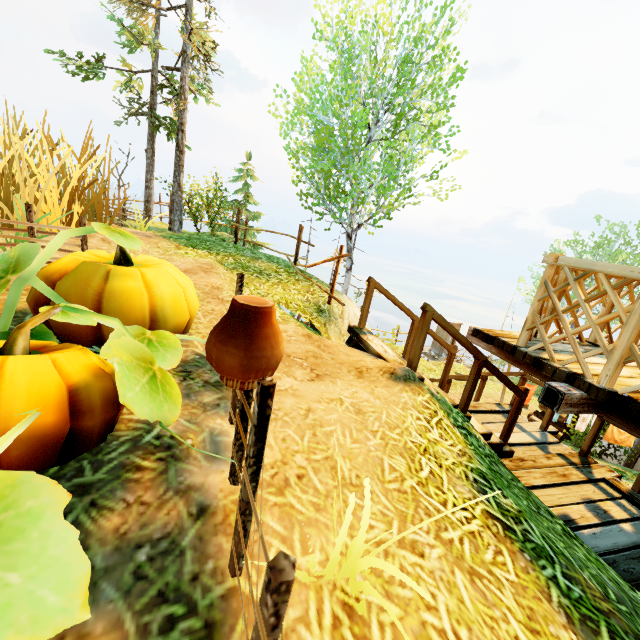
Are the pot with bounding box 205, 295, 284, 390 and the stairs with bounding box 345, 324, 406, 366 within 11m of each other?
yes

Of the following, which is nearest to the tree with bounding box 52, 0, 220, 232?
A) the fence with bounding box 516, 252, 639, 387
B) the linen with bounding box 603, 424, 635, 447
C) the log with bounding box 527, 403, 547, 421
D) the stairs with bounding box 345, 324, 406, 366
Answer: the fence with bounding box 516, 252, 639, 387

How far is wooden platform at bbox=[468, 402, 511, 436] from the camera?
6.2 meters

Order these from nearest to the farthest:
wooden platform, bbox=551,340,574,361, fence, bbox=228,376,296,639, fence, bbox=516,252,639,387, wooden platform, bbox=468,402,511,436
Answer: fence, bbox=228,376,296,639 < fence, bbox=516,252,639,387 < wooden platform, bbox=551,340,574,361 < wooden platform, bbox=468,402,511,436

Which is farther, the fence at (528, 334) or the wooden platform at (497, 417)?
the wooden platform at (497, 417)

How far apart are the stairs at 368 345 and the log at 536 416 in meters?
11.3 m

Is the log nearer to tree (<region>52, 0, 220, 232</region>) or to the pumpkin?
tree (<region>52, 0, 220, 232</region>)

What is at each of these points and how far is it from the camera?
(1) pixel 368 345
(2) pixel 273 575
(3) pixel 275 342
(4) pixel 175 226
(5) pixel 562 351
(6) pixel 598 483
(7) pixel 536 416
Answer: (1) stairs, 4.7m
(2) fence, 0.7m
(3) pot, 1.4m
(4) tree, 10.0m
(5) wooden platform, 3.6m
(6) wooden platform, 5.1m
(7) log, 14.0m
